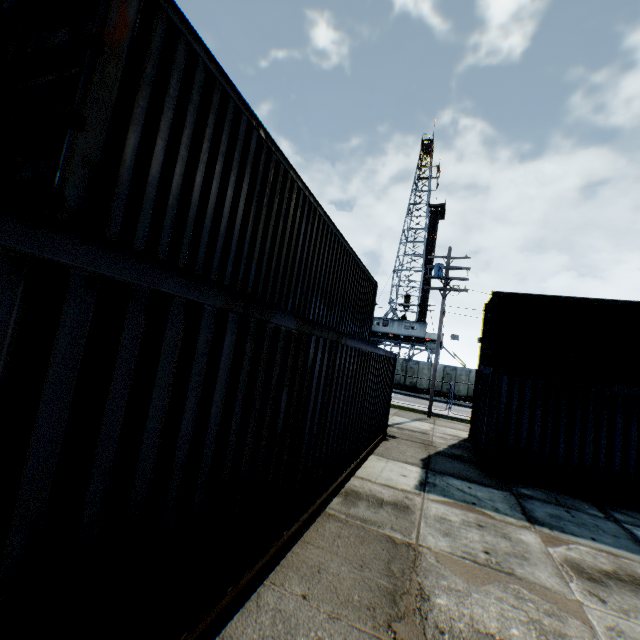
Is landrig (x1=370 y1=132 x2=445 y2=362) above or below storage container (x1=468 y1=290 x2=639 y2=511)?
above

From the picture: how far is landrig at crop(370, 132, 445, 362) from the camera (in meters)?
38.78

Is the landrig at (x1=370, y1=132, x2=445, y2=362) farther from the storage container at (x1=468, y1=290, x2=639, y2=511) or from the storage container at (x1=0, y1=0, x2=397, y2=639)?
the storage container at (x1=0, y1=0, x2=397, y2=639)

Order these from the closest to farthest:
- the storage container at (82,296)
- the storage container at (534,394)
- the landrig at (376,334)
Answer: the storage container at (82,296), the storage container at (534,394), the landrig at (376,334)

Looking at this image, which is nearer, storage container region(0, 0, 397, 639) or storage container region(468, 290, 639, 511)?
storage container region(0, 0, 397, 639)

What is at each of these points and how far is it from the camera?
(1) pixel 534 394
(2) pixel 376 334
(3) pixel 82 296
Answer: (1) storage container, 9.13m
(2) landrig, 40.97m
(3) storage container, 1.54m

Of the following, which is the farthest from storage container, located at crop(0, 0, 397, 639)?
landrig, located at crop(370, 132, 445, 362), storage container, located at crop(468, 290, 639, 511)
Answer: landrig, located at crop(370, 132, 445, 362)

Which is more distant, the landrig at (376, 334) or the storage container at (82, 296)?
the landrig at (376, 334)
